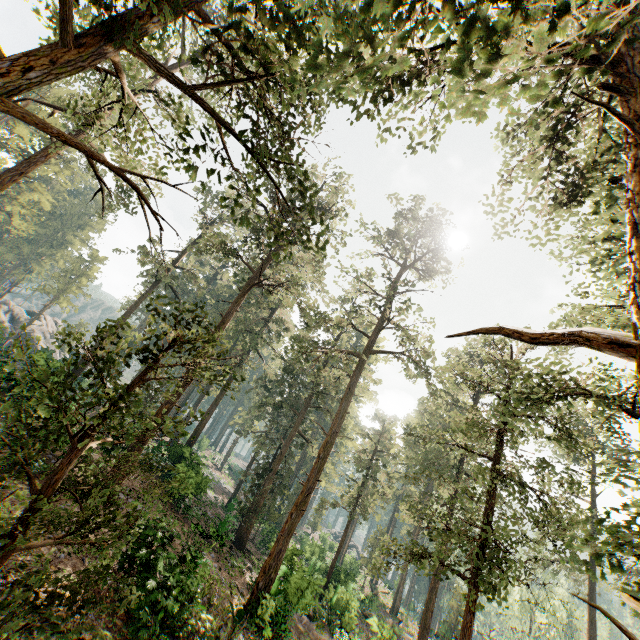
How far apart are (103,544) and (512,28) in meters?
11.5 m

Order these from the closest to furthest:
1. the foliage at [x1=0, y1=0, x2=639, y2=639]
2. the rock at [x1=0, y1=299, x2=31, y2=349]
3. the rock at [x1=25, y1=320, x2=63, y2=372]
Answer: the foliage at [x1=0, y1=0, x2=639, y2=639]
the rock at [x1=25, y1=320, x2=63, y2=372]
the rock at [x1=0, y1=299, x2=31, y2=349]

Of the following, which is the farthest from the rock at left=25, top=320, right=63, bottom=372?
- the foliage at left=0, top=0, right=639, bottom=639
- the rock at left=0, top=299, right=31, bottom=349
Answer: the rock at left=0, top=299, right=31, bottom=349

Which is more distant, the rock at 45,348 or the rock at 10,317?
the rock at 10,317

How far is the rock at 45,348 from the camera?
20.7 meters

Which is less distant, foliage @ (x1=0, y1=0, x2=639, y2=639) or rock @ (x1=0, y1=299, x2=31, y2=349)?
foliage @ (x1=0, y1=0, x2=639, y2=639)

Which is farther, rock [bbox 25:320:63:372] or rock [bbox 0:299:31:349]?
rock [bbox 0:299:31:349]
